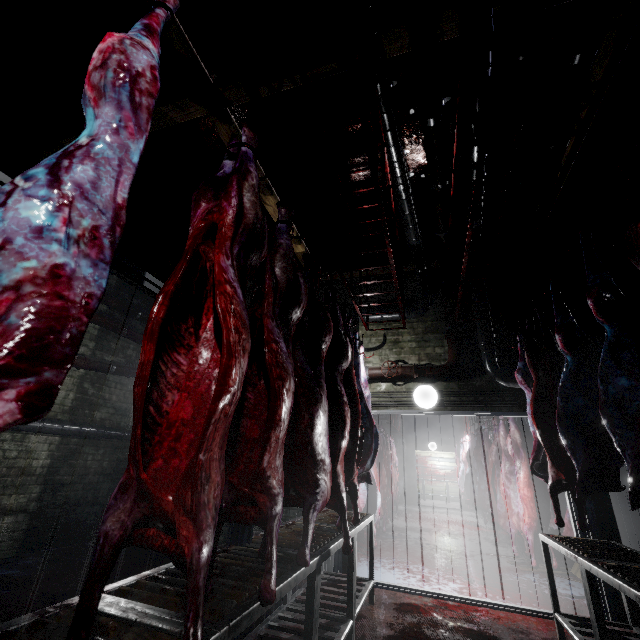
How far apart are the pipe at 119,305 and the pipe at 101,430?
1.7m

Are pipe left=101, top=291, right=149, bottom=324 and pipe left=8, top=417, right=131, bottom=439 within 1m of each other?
no

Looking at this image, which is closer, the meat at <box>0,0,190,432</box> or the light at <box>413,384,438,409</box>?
the meat at <box>0,0,190,432</box>

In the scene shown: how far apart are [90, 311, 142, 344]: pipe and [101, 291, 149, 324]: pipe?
0.18m

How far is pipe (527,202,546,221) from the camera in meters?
3.6 m

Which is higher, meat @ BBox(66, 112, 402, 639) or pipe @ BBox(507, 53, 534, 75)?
pipe @ BBox(507, 53, 534, 75)

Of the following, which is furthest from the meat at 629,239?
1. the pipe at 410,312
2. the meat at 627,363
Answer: the meat at 627,363

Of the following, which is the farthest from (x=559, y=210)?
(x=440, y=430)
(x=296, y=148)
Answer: (x=440, y=430)
